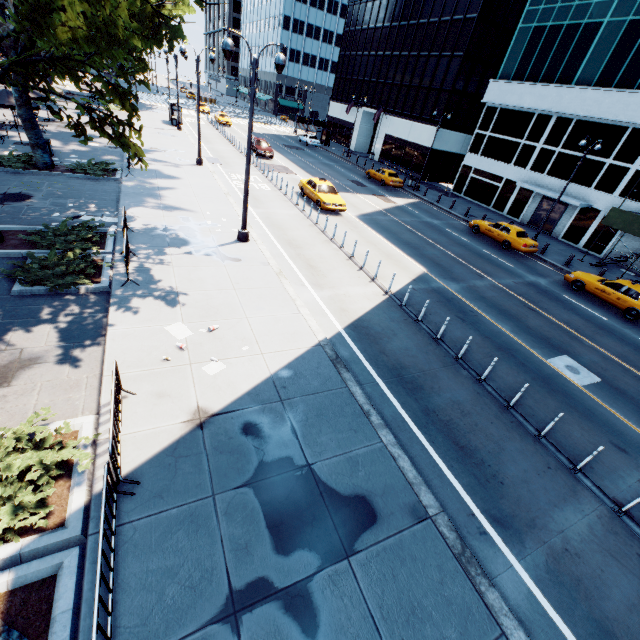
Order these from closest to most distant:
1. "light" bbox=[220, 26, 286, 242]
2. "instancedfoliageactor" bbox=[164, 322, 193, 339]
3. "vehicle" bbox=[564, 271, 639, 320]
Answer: "instancedfoliageactor" bbox=[164, 322, 193, 339]
"light" bbox=[220, 26, 286, 242]
"vehicle" bbox=[564, 271, 639, 320]

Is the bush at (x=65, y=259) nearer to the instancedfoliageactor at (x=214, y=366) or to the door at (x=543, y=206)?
the instancedfoliageactor at (x=214, y=366)

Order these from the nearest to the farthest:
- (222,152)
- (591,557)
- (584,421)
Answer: (591,557) → (584,421) → (222,152)

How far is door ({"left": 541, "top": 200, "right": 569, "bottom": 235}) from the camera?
28.40m

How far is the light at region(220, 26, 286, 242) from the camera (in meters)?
10.76

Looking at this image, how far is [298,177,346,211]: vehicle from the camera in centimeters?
2153cm

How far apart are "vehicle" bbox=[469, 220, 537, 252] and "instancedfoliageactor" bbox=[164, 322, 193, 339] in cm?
2252

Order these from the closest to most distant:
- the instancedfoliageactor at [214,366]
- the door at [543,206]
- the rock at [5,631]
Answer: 1. the rock at [5,631]
2. the instancedfoliageactor at [214,366]
3. the door at [543,206]
